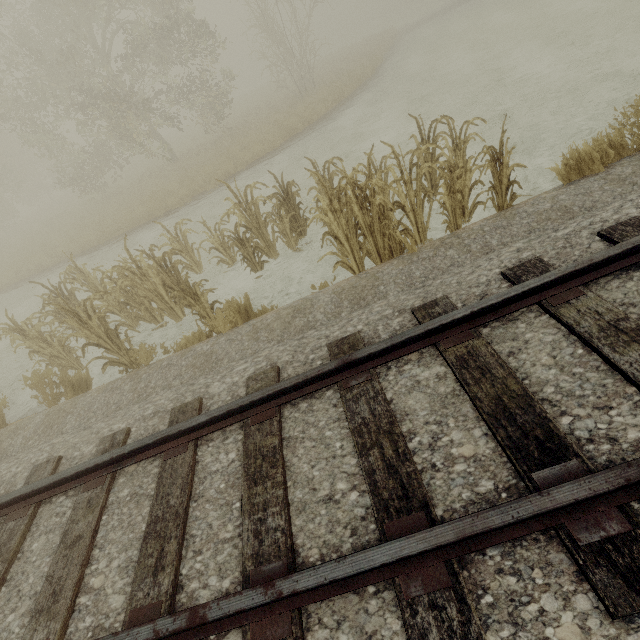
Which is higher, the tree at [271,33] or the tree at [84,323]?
the tree at [271,33]

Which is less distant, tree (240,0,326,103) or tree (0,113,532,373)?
tree (0,113,532,373)

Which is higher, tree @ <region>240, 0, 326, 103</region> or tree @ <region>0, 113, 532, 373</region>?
tree @ <region>240, 0, 326, 103</region>

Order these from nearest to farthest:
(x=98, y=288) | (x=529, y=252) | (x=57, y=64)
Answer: (x=529, y=252)
(x=98, y=288)
(x=57, y=64)

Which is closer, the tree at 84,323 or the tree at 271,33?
the tree at 84,323
